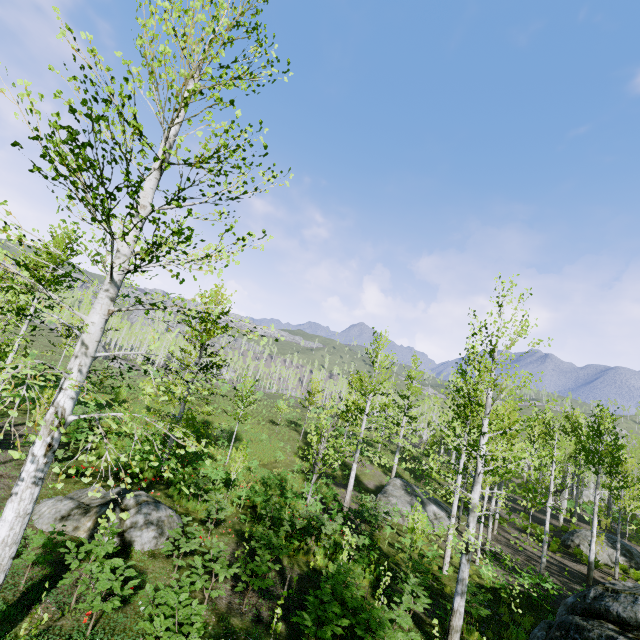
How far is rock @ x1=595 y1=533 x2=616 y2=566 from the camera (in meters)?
19.83

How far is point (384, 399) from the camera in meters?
42.6

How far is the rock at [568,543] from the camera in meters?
20.9 m

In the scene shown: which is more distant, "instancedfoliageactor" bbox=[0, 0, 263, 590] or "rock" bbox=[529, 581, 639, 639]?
"rock" bbox=[529, 581, 639, 639]

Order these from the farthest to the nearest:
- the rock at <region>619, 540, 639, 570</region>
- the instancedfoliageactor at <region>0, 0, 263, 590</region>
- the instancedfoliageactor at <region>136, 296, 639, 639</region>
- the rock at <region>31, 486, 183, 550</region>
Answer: the rock at <region>619, 540, 639, 570</region>, the rock at <region>31, 486, 183, 550</region>, the instancedfoliageactor at <region>136, 296, 639, 639</region>, the instancedfoliageactor at <region>0, 0, 263, 590</region>

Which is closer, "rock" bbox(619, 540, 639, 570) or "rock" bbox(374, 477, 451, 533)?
"rock" bbox(619, 540, 639, 570)

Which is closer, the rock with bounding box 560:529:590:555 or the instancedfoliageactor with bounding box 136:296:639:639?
the instancedfoliageactor with bounding box 136:296:639:639

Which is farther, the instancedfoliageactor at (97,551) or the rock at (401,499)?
the rock at (401,499)
